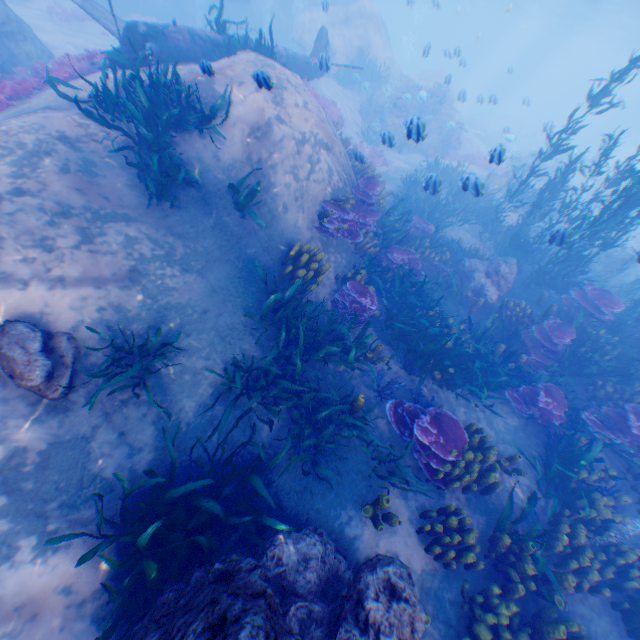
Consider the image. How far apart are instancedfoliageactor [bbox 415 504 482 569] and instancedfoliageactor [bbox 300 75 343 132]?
13.8m

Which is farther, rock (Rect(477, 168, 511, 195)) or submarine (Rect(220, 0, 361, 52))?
submarine (Rect(220, 0, 361, 52))

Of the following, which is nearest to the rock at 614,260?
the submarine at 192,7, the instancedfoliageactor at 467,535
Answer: the submarine at 192,7

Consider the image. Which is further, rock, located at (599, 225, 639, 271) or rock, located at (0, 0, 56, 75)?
rock, located at (599, 225, 639, 271)

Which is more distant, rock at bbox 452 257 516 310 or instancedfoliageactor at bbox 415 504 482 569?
rock at bbox 452 257 516 310

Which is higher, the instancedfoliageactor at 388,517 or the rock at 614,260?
the rock at 614,260

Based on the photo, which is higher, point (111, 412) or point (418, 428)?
point (418, 428)

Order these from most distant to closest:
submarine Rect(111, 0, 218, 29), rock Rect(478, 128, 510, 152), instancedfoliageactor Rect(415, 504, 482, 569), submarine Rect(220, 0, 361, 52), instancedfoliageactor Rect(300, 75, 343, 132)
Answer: submarine Rect(220, 0, 361, 52) → submarine Rect(111, 0, 218, 29) → instancedfoliageactor Rect(300, 75, 343, 132) → rock Rect(478, 128, 510, 152) → instancedfoliageactor Rect(415, 504, 482, 569)
